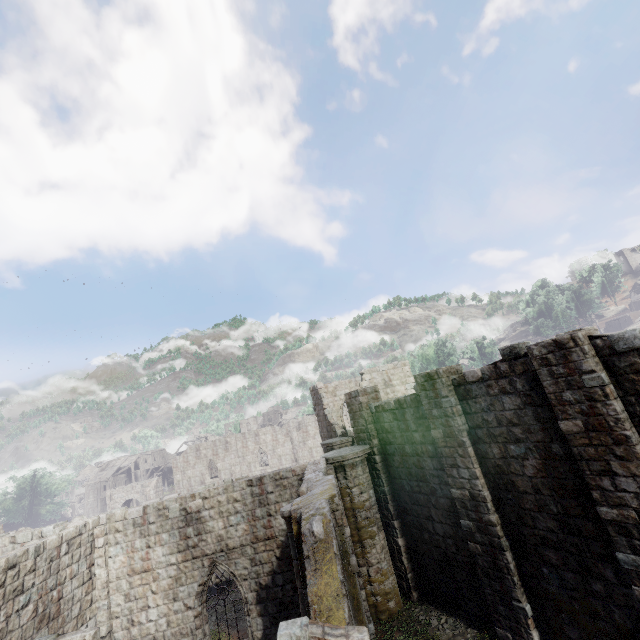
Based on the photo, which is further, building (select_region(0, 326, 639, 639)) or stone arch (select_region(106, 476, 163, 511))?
stone arch (select_region(106, 476, 163, 511))

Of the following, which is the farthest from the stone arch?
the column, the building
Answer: the column

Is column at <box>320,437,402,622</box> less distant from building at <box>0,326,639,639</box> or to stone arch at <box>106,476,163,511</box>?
building at <box>0,326,639,639</box>

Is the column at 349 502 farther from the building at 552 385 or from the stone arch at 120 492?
the stone arch at 120 492

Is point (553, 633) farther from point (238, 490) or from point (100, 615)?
point (100, 615)
